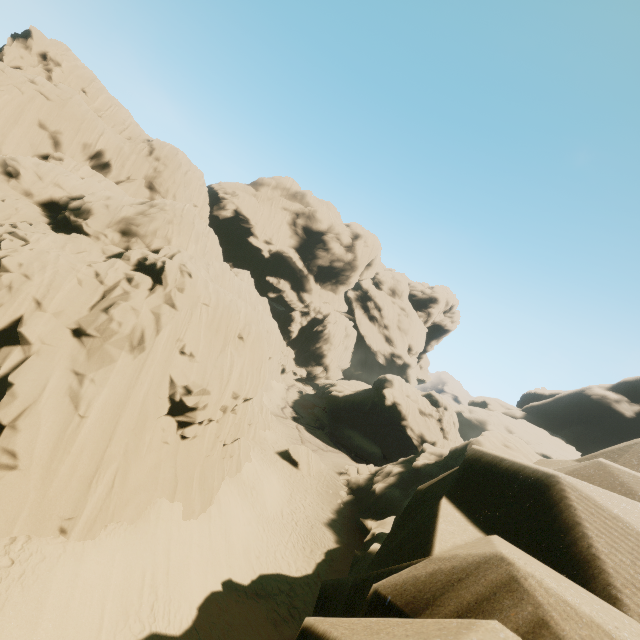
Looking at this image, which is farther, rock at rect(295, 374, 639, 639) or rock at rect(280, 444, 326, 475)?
rock at rect(280, 444, 326, 475)

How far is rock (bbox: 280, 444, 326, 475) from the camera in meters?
29.6 m

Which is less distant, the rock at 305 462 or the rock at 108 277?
the rock at 108 277

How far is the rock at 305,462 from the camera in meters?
29.6 m

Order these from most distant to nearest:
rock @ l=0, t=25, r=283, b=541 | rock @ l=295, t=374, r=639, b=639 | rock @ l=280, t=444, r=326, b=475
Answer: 1. rock @ l=280, t=444, r=326, b=475
2. rock @ l=0, t=25, r=283, b=541
3. rock @ l=295, t=374, r=639, b=639

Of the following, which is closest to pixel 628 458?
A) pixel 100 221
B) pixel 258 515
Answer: pixel 258 515
